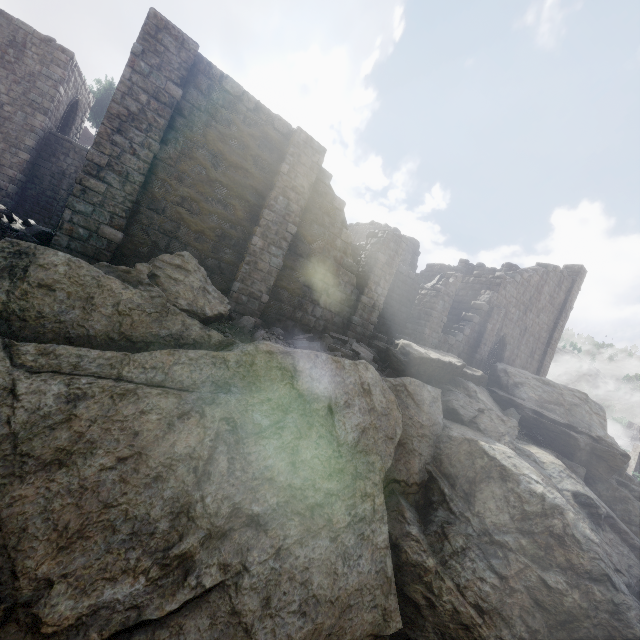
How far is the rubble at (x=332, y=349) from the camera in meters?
9.8

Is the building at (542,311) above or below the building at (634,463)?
above

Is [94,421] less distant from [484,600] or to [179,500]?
[179,500]

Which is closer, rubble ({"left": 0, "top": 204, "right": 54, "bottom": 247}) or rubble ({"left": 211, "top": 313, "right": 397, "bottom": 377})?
rubble ({"left": 0, "top": 204, "right": 54, "bottom": 247})

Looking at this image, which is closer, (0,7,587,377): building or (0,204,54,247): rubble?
(0,7,587,377): building

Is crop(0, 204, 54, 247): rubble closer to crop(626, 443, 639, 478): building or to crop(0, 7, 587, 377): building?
crop(0, 7, 587, 377): building

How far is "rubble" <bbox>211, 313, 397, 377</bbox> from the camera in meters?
9.8

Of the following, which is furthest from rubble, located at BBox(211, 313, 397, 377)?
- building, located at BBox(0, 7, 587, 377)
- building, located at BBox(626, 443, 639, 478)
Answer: building, located at BBox(626, 443, 639, 478)
